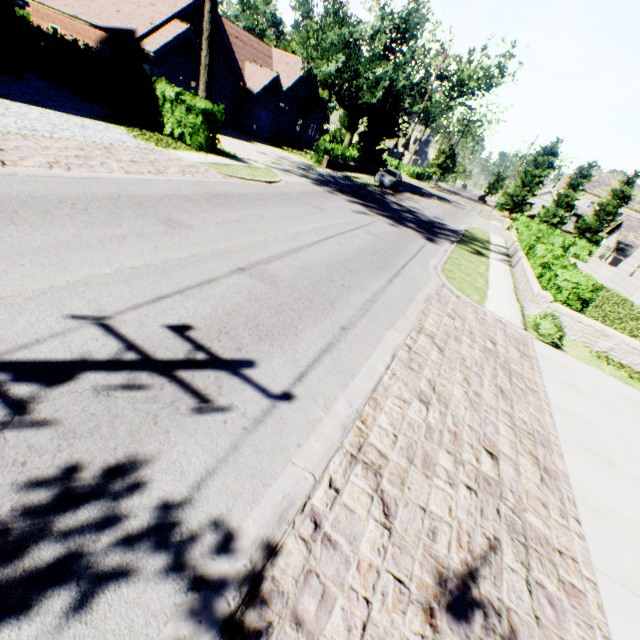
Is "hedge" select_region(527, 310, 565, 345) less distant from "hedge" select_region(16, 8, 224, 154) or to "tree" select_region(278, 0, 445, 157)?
"hedge" select_region(16, 8, 224, 154)

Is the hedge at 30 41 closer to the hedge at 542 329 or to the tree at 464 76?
the tree at 464 76

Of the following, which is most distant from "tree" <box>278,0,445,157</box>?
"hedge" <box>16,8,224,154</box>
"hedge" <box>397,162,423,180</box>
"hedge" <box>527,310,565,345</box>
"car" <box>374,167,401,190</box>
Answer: "hedge" <box>527,310,565,345</box>

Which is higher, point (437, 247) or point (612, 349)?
point (612, 349)

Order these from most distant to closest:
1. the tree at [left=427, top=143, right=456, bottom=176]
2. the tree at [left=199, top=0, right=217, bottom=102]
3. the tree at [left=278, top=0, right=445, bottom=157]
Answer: the tree at [left=427, top=143, right=456, bottom=176] → the tree at [left=278, top=0, right=445, bottom=157] → the tree at [left=199, top=0, right=217, bottom=102]

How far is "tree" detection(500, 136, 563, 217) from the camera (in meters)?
47.09
